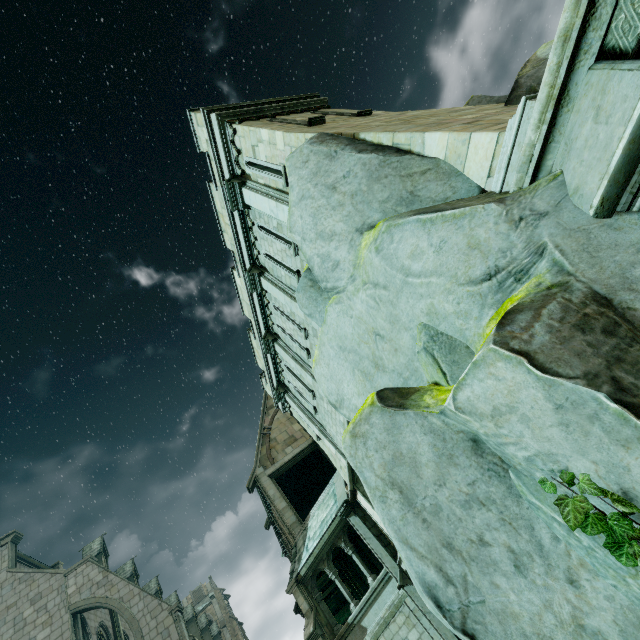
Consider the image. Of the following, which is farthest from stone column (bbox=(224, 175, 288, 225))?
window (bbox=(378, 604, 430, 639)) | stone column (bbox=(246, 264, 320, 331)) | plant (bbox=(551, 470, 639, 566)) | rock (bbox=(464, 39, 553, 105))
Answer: window (bbox=(378, 604, 430, 639))

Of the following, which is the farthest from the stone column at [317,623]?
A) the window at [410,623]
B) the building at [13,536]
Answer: the building at [13,536]

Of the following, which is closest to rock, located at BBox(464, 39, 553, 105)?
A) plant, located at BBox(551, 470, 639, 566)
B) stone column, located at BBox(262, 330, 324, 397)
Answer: plant, located at BBox(551, 470, 639, 566)

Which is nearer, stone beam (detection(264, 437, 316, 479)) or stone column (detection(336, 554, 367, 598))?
stone column (detection(336, 554, 367, 598))

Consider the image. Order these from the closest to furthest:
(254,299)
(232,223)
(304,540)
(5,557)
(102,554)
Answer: (232,223) < (254,299) < (304,540) < (5,557) < (102,554)

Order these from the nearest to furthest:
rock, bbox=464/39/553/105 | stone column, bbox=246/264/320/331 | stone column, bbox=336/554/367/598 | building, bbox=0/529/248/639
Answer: rock, bbox=464/39/553/105 → stone column, bbox=246/264/320/331 → building, bbox=0/529/248/639 → stone column, bbox=336/554/367/598

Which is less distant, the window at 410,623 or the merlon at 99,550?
the window at 410,623

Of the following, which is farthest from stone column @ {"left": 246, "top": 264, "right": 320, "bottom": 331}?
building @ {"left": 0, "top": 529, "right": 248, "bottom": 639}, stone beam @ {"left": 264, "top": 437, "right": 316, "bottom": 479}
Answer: building @ {"left": 0, "top": 529, "right": 248, "bottom": 639}
